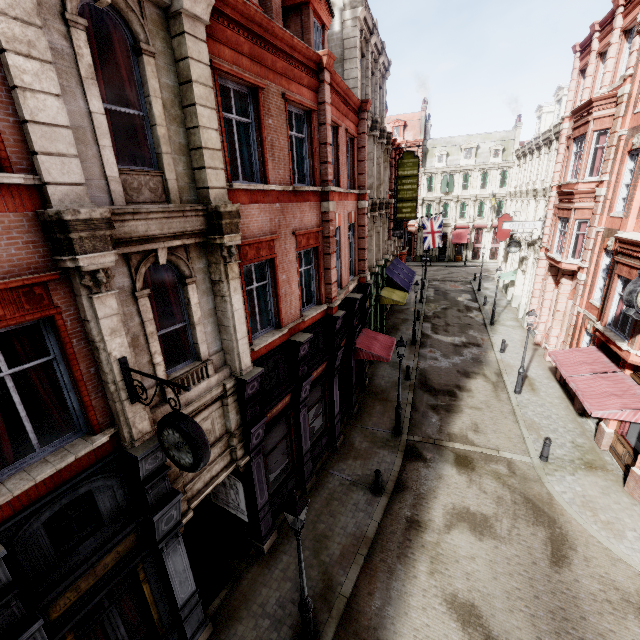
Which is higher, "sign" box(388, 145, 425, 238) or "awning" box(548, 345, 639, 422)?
"sign" box(388, 145, 425, 238)

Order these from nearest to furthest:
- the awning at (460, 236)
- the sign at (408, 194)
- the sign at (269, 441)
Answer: the sign at (269, 441) → the sign at (408, 194) → the awning at (460, 236)

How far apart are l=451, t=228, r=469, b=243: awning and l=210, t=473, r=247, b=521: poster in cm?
4813

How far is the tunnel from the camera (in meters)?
9.04

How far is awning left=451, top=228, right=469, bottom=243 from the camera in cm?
4853

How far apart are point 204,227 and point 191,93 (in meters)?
2.41

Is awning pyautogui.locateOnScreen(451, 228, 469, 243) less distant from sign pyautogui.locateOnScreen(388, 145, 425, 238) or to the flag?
the flag

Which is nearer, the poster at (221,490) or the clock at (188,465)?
the clock at (188,465)
